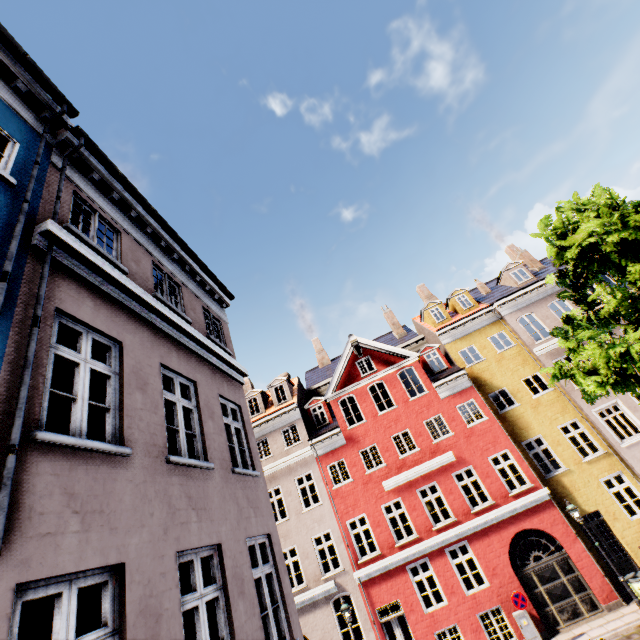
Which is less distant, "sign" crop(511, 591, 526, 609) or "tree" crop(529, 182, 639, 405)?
"tree" crop(529, 182, 639, 405)

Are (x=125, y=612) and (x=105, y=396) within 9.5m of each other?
yes

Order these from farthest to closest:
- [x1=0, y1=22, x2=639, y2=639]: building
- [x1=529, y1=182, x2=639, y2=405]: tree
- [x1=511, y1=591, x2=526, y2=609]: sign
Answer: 1. [x1=511, y1=591, x2=526, y2=609]: sign
2. [x1=529, y1=182, x2=639, y2=405]: tree
3. [x1=0, y1=22, x2=639, y2=639]: building

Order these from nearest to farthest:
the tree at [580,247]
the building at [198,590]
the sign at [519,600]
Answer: the building at [198,590], the tree at [580,247], the sign at [519,600]

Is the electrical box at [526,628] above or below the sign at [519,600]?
below

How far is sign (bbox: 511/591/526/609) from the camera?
12.32m

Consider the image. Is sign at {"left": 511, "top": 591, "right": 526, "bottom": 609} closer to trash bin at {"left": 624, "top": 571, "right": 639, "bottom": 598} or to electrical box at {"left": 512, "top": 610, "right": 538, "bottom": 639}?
electrical box at {"left": 512, "top": 610, "right": 538, "bottom": 639}

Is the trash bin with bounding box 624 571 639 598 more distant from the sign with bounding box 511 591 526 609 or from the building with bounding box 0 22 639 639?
the sign with bounding box 511 591 526 609
